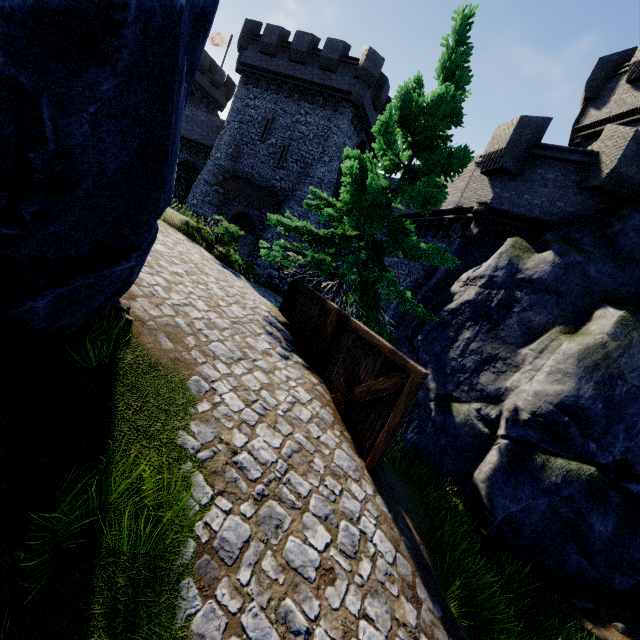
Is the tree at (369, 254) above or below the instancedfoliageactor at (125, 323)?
above

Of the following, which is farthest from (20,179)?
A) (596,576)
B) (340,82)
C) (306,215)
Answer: (340,82)

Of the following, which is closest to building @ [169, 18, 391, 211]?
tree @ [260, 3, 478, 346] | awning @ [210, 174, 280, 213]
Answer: awning @ [210, 174, 280, 213]

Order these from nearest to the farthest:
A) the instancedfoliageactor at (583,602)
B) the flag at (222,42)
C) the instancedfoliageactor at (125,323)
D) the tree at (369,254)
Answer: the instancedfoliageactor at (125,323) < the instancedfoliageactor at (583,602) < the tree at (369,254) < the flag at (222,42)

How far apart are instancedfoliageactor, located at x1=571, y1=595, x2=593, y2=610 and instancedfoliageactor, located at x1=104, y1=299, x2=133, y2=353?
9.3m

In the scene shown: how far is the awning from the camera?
24.04m

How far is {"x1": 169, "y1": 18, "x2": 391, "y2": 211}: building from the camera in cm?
2216
